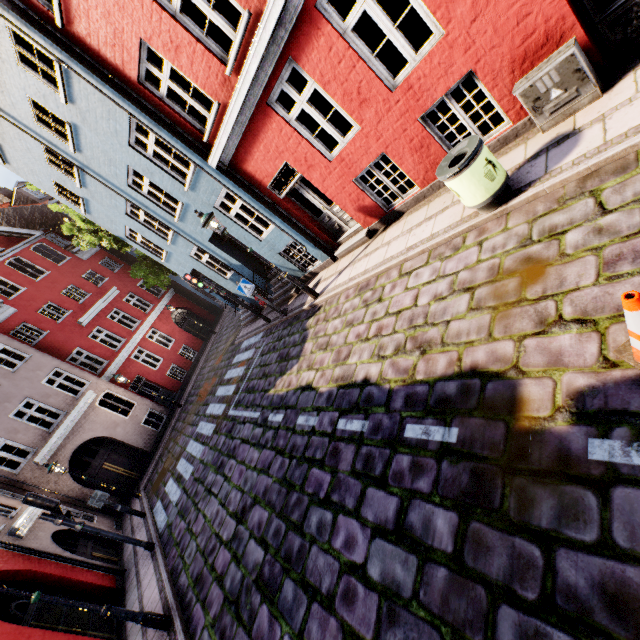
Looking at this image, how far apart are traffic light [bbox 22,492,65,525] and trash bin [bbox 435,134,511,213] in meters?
11.5 m

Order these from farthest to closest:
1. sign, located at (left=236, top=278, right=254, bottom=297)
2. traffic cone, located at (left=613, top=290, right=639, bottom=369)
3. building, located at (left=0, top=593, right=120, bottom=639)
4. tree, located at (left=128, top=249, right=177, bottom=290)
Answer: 1. tree, located at (left=128, top=249, right=177, bottom=290)
2. sign, located at (left=236, top=278, right=254, bottom=297)
3. building, located at (left=0, top=593, right=120, bottom=639)
4. traffic cone, located at (left=613, top=290, right=639, bottom=369)

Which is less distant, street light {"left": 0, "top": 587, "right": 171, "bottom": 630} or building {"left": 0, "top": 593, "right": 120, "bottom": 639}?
street light {"left": 0, "top": 587, "right": 171, "bottom": 630}

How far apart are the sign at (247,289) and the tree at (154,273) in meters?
8.9 m

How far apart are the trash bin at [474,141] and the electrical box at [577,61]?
0.89m

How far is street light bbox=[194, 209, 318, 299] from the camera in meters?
8.2

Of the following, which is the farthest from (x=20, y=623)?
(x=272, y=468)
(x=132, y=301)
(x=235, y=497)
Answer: (x=132, y=301)

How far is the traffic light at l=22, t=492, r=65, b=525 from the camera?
8.0 meters
